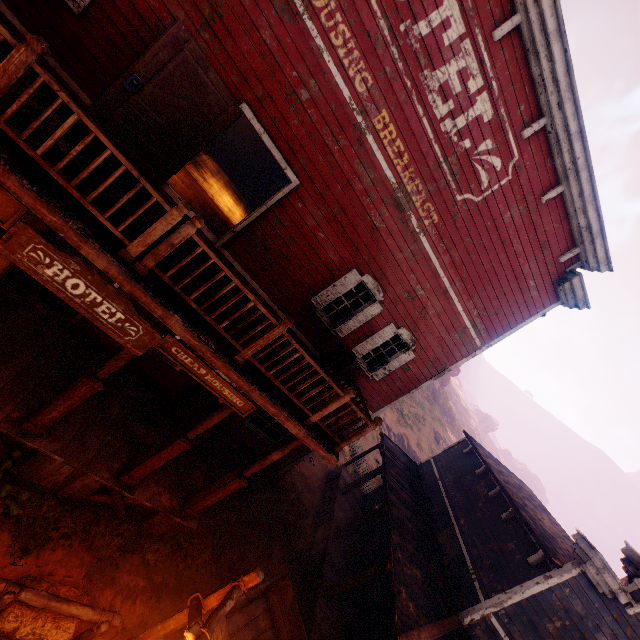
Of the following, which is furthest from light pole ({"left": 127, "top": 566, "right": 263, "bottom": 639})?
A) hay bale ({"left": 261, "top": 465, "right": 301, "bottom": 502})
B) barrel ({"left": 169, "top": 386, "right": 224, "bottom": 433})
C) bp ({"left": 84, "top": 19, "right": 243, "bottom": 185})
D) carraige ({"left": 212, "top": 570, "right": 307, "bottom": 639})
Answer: bp ({"left": 84, "top": 19, "right": 243, "bottom": 185})

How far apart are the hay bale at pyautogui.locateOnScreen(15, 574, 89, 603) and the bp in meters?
6.9

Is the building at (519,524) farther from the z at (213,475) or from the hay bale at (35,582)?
the hay bale at (35,582)

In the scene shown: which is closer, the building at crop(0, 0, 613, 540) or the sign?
the sign

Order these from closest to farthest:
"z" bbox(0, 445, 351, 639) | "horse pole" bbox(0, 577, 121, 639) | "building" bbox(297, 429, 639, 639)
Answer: "horse pole" bbox(0, 577, 121, 639), "z" bbox(0, 445, 351, 639), "building" bbox(297, 429, 639, 639)

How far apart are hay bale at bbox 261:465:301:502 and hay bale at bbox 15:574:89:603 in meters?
6.3

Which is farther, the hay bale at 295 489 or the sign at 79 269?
the hay bale at 295 489

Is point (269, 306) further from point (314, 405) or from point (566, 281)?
point (566, 281)
